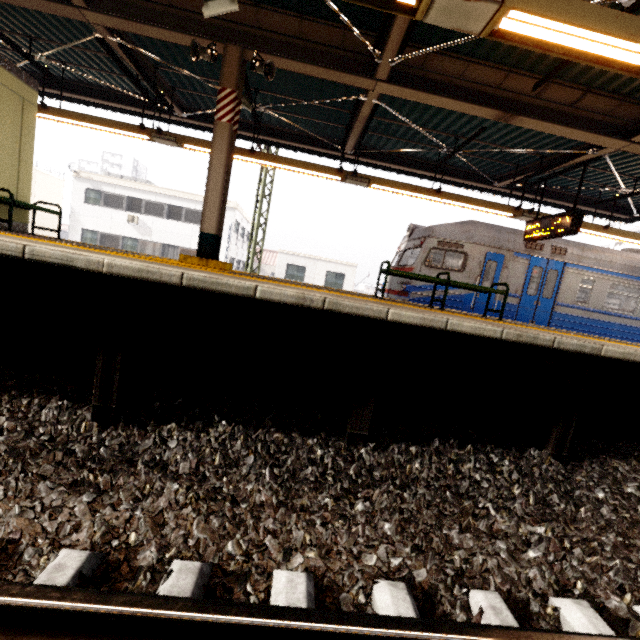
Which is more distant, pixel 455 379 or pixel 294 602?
pixel 455 379

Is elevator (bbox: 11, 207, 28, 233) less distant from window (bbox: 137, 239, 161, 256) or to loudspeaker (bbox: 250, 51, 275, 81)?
loudspeaker (bbox: 250, 51, 275, 81)

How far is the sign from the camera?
7.1m

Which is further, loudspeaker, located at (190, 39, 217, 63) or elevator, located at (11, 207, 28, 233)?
elevator, located at (11, 207, 28, 233)

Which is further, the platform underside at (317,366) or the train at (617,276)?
the train at (617,276)

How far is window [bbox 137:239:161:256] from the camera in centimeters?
2470cm

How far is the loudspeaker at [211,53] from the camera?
5.1m

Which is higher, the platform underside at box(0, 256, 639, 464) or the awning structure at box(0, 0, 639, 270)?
the awning structure at box(0, 0, 639, 270)
